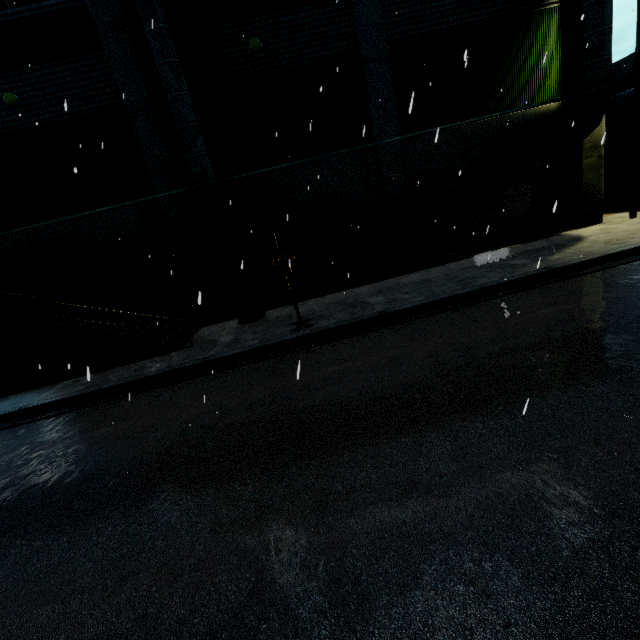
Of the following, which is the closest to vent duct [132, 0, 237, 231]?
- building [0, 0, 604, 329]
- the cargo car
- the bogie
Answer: building [0, 0, 604, 329]

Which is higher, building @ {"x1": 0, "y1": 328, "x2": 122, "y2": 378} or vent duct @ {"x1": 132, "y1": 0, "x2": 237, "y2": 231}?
vent duct @ {"x1": 132, "y1": 0, "x2": 237, "y2": 231}

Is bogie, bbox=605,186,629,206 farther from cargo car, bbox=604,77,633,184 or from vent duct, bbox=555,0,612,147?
vent duct, bbox=555,0,612,147

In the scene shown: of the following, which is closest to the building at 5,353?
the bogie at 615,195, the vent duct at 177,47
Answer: the vent duct at 177,47

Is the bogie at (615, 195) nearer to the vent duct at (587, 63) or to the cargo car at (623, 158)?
the cargo car at (623, 158)

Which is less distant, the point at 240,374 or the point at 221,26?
the point at 240,374

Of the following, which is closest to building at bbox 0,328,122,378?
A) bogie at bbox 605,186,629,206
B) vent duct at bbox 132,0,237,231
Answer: vent duct at bbox 132,0,237,231
